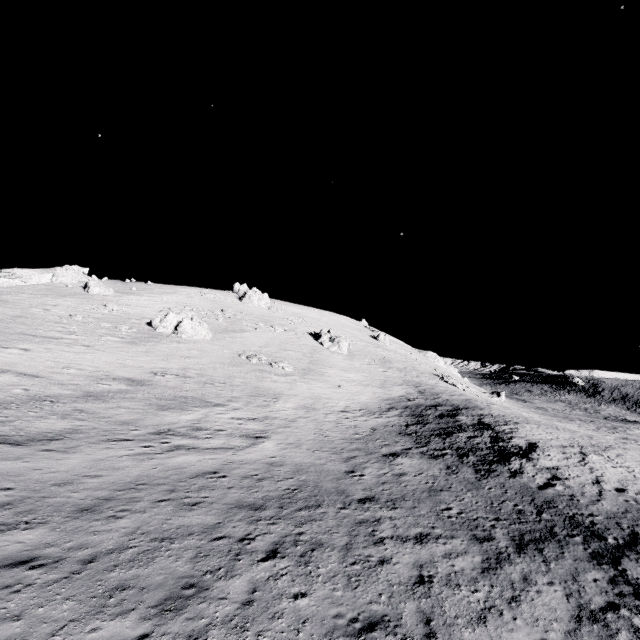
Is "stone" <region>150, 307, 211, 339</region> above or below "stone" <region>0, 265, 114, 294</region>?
below

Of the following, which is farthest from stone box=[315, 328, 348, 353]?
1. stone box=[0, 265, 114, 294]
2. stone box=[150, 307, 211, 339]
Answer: stone box=[0, 265, 114, 294]

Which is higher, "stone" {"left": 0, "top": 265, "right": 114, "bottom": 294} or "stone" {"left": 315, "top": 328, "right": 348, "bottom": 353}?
"stone" {"left": 0, "top": 265, "right": 114, "bottom": 294}

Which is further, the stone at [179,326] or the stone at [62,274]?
the stone at [62,274]

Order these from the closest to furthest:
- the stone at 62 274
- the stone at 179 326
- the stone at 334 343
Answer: the stone at 179 326 < the stone at 62 274 < the stone at 334 343

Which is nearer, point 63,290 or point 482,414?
point 482,414

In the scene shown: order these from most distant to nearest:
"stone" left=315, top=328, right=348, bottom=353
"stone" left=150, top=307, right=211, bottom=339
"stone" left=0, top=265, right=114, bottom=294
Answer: "stone" left=315, top=328, right=348, bottom=353 → "stone" left=0, top=265, right=114, bottom=294 → "stone" left=150, top=307, right=211, bottom=339
